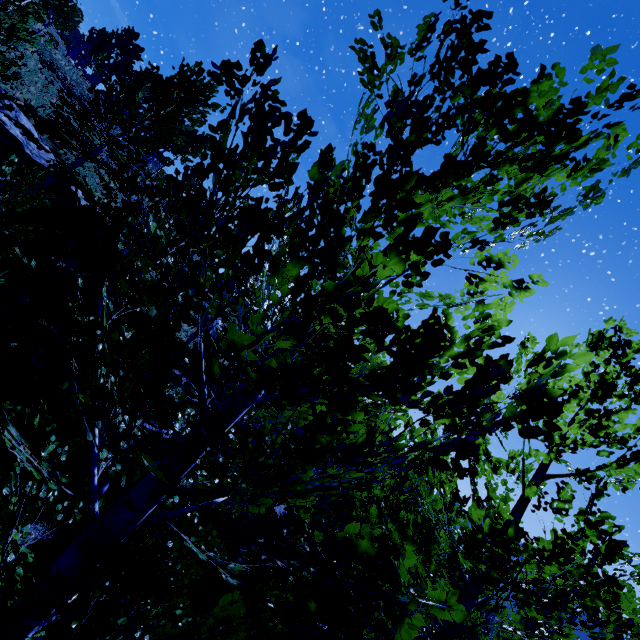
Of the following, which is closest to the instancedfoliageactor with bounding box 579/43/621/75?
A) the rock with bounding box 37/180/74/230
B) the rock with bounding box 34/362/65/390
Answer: the rock with bounding box 34/362/65/390

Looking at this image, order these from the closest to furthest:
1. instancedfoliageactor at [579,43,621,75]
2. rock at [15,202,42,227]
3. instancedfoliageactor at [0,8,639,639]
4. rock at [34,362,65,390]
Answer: instancedfoliageactor at [0,8,639,639] → instancedfoliageactor at [579,43,621,75] → rock at [34,362,65,390] → rock at [15,202,42,227]

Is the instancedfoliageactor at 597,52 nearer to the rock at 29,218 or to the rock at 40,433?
the rock at 40,433

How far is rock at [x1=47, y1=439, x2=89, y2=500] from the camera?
8.4 meters

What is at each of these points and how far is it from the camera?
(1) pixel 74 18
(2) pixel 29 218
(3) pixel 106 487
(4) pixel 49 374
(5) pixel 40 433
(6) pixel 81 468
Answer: (1) instancedfoliageactor, 30.34m
(2) rock, 12.46m
(3) rock, 8.91m
(4) rock, 9.62m
(5) rock, 8.68m
(6) rock, 8.66m

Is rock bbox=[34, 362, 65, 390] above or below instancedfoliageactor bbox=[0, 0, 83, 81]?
below
